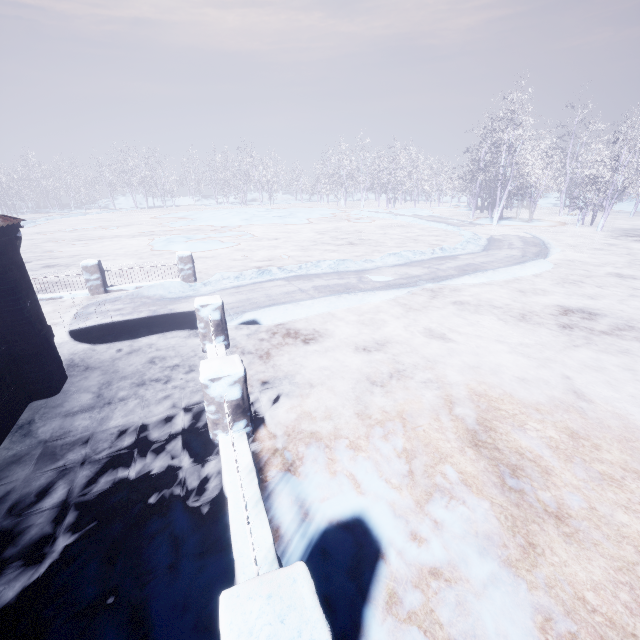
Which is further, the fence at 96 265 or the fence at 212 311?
the fence at 96 265

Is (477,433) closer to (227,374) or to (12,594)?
(227,374)

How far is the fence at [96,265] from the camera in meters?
8.7 m

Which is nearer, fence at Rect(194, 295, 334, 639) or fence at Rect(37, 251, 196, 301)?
fence at Rect(194, 295, 334, 639)

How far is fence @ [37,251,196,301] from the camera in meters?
8.7
